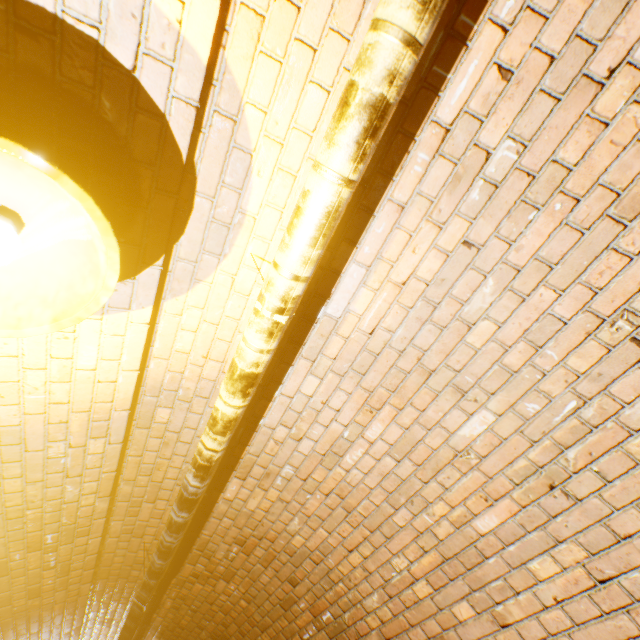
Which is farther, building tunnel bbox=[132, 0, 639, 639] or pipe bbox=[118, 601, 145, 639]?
pipe bbox=[118, 601, 145, 639]

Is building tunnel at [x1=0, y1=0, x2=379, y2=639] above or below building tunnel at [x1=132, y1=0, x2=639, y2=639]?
above

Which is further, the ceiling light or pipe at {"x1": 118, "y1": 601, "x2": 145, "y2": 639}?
pipe at {"x1": 118, "y1": 601, "x2": 145, "y2": 639}

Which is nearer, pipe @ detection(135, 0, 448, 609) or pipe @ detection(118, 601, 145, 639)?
pipe @ detection(135, 0, 448, 609)

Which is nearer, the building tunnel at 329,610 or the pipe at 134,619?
the building tunnel at 329,610

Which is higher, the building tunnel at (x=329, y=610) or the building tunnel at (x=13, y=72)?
the building tunnel at (x=13, y=72)

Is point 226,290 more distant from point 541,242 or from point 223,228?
point 541,242
